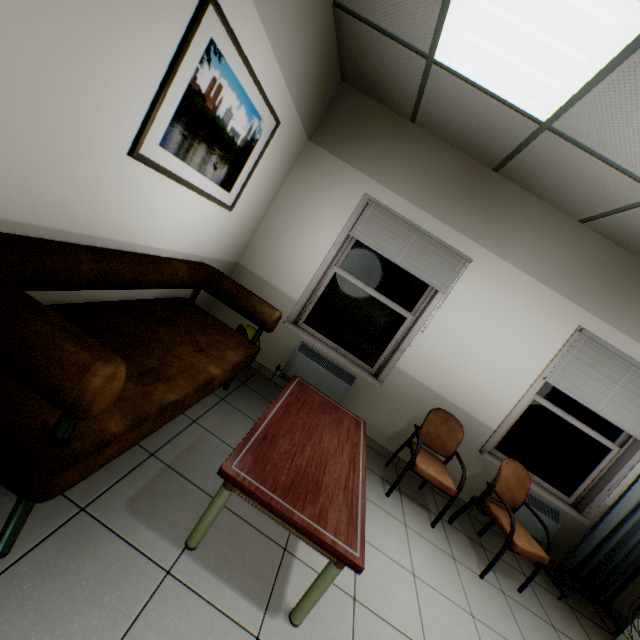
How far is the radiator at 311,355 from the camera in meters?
3.7

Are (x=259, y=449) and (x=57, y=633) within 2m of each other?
yes

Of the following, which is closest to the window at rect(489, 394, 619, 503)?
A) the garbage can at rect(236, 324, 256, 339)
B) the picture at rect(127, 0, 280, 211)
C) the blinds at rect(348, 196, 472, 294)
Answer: the blinds at rect(348, 196, 472, 294)

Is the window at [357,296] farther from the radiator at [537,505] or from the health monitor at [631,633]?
the health monitor at [631,633]

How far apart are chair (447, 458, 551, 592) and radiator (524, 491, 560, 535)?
0.29m

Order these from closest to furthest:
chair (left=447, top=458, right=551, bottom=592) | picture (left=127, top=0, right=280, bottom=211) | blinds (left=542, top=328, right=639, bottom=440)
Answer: picture (left=127, top=0, right=280, bottom=211) < chair (left=447, top=458, right=551, bottom=592) < blinds (left=542, top=328, right=639, bottom=440)

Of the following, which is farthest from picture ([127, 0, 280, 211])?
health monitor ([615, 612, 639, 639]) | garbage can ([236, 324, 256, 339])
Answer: health monitor ([615, 612, 639, 639])

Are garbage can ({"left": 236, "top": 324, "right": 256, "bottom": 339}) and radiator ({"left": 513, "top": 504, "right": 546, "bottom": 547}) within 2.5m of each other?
no
